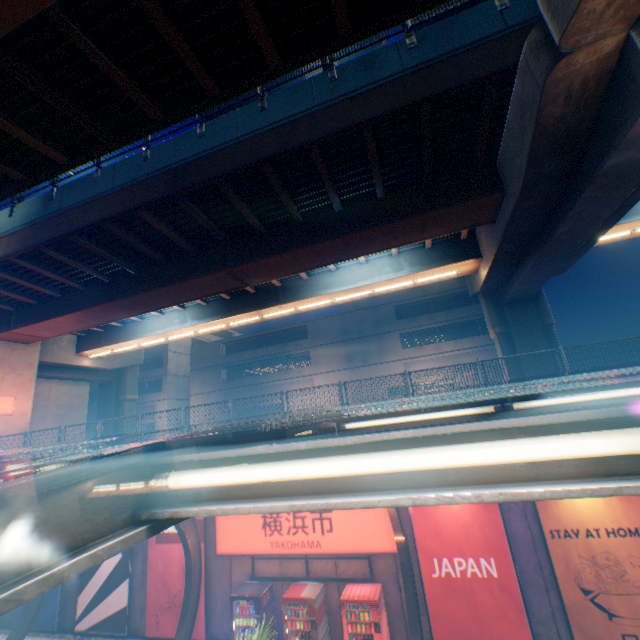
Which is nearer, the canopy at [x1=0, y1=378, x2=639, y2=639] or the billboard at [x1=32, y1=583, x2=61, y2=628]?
the canopy at [x1=0, y1=378, x2=639, y2=639]

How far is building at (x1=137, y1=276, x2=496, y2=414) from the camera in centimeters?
3123cm

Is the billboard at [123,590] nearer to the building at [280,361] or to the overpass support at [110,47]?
the overpass support at [110,47]

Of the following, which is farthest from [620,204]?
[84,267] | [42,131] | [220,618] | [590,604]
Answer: [84,267]

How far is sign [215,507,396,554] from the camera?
10.3 meters

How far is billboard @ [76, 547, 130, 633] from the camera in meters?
12.4

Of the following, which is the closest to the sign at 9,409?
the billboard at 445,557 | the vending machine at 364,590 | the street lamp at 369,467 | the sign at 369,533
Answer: the sign at 369,533

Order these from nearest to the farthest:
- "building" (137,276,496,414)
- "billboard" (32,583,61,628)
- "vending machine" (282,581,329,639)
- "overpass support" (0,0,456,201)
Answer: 1. "overpass support" (0,0,456,201)
2. "vending machine" (282,581,329,639)
3. "billboard" (32,583,61,628)
4. "building" (137,276,496,414)
